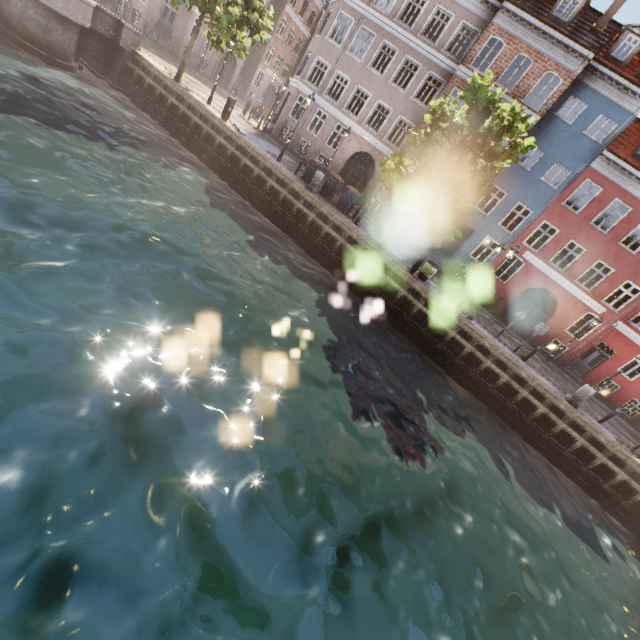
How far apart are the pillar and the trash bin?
8.25m

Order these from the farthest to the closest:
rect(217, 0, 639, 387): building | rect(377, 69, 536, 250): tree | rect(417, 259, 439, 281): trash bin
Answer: rect(217, 0, 639, 387): building → rect(417, 259, 439, 281): trash bin → rect(377, 69, 536, 250): tree

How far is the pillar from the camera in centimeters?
1426cm

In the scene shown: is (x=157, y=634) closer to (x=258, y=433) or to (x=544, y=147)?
(x=258, y=433)

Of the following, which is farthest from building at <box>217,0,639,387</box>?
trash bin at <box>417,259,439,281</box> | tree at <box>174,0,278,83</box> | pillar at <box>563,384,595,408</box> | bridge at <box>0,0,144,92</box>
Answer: bridge at <box>0,0,144,92</box>

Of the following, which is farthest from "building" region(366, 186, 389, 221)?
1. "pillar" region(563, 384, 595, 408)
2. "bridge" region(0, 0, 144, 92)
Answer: "bridge" region(0, 0, 144, 92)

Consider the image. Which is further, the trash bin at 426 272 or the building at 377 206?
the building at 377 206

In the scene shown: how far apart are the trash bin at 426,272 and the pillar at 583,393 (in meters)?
8.25
